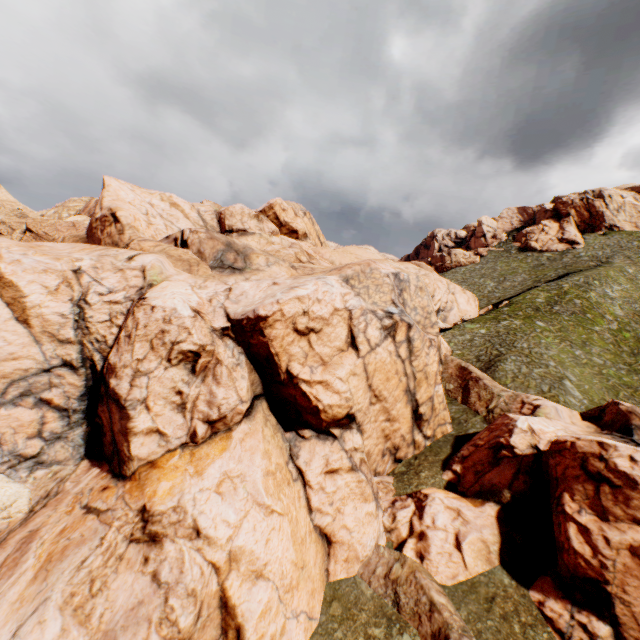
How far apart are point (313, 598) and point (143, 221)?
33.6 meters
